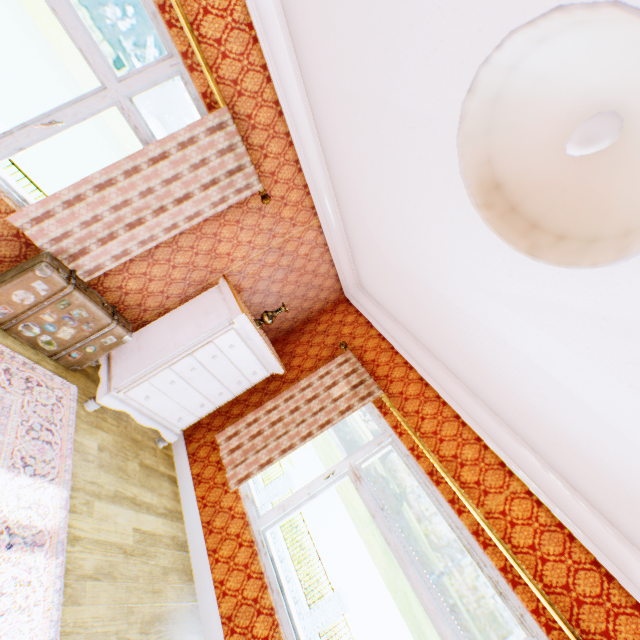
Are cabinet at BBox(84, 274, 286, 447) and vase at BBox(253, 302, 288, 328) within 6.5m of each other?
yes

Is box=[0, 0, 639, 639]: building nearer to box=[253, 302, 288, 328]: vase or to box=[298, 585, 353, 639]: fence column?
box=[253, 302, 288, 328]: vase

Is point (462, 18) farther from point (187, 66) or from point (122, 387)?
point (122, 387)

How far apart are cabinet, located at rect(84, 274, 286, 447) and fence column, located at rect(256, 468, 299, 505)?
14.98m

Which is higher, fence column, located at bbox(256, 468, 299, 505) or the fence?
fence column, located at bbox(256, 468, 299, 505)

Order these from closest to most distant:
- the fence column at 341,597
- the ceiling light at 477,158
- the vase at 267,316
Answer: the ceiling light at 477,158, the vase at 267,316, the fence column at 341,597

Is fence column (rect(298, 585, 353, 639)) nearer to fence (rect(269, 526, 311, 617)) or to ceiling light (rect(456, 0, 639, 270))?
fence (rect(269, 526, 311, 617))

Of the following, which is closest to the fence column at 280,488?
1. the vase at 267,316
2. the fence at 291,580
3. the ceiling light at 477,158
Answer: the fence at 291,580
